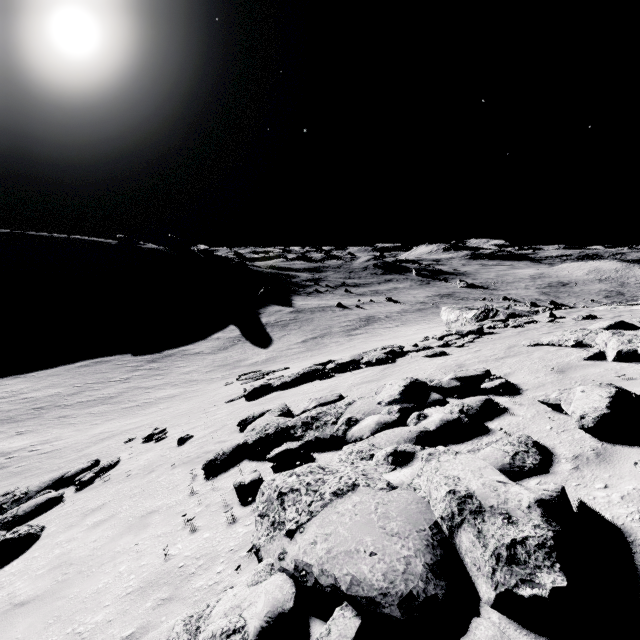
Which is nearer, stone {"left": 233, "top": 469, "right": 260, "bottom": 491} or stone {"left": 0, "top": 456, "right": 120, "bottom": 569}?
stone {"left": 233, "top": 469, "right": 260, "bottom": 491}

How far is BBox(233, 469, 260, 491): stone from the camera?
5.7 meters

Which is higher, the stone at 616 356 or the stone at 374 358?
the stone at 616 356

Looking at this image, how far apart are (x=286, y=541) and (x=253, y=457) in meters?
4.3 m

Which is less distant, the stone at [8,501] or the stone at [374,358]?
the stone at [8,501]

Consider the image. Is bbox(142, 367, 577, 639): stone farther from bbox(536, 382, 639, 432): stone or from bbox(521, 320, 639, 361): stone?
bbox(521, 320, 639, 361): stone

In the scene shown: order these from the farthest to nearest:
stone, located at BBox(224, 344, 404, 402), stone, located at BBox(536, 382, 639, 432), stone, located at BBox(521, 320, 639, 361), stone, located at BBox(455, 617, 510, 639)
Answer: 1. stone, located at BBox(224, 344, 404, 402)
2. stone, located at BBox(521, 320, 639, 361)
3. stone, located at BBox(536, 382, 639, 432)
4. stone, located at BBox(455, 617, 510, 639)

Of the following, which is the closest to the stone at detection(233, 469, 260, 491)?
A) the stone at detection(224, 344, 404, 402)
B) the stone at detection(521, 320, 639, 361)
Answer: the stone at detection(521, 320, 639, 361)
